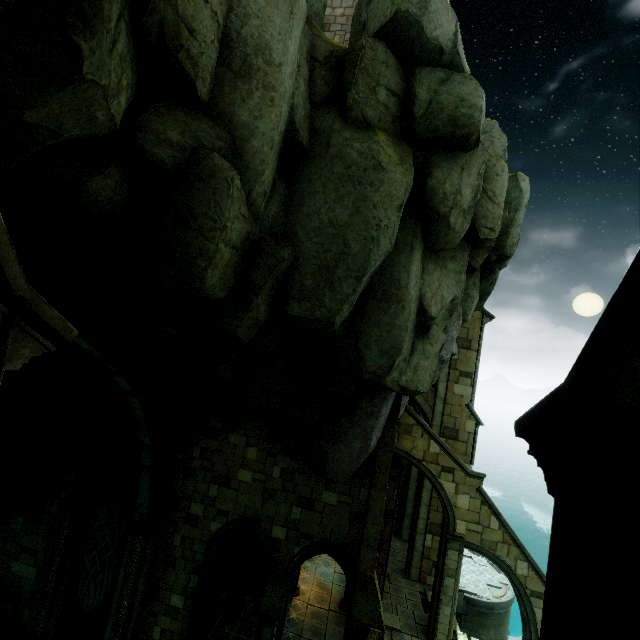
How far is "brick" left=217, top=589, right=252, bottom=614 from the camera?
13.6 meters

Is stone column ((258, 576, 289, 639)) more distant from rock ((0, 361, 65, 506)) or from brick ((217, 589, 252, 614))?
rock ((0, 361, 65, 506))

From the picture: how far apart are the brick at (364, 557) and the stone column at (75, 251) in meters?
11.4

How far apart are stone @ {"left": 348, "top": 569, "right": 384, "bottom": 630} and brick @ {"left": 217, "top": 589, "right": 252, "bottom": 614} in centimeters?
517cm

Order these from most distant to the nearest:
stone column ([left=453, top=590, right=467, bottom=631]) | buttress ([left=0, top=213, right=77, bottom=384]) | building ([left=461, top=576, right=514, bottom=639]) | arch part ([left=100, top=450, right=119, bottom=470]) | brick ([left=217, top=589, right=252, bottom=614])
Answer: building ([left=461, top=576, right=514, bottom=639]) < stone column ([left=453, top=590, right=467, bottom=631]) < brick ([left=217, top=589, right=252, bottom=614]) < arch part ([left=100, top=450, right=119, bottom=470]) < buttress ([left=0, top=213, right=77, bottom=384])

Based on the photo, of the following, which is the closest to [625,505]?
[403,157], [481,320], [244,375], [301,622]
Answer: [403,157]

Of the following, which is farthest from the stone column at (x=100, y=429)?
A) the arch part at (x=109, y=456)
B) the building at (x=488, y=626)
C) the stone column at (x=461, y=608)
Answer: the building at (x=488, y=626)

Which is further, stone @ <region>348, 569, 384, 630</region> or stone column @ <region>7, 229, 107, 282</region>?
stone @ <region>348, 569, 384, 630</region>
